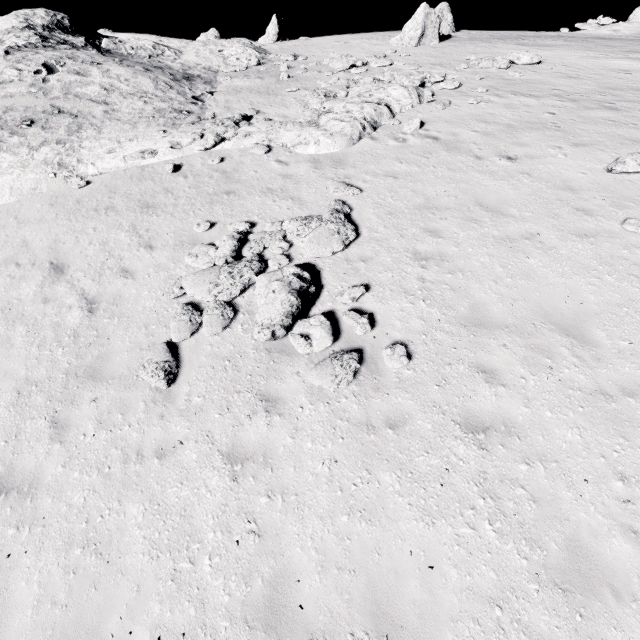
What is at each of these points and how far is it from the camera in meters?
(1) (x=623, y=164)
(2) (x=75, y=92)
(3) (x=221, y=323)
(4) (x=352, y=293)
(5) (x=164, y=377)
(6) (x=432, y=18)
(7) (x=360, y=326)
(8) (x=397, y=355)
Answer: (1) stone, 9.4 m
(2) stone, 15.0 m
(3) stone, 7.3 m
(4) stone, 7.4 m
(5) stone, 6.6 m
(6) stone, 23.1 m
(7) stone, 6.9 m
(8) stone, 6.4 m

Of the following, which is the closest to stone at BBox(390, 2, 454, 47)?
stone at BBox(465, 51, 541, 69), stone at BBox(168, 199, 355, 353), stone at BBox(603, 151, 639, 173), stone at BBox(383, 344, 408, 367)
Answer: stone at BBox(465, 51, 541, 69)

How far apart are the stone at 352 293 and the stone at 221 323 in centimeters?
53cm

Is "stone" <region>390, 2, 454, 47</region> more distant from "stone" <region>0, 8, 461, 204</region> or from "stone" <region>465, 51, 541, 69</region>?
"stone" <region>0, 8, 461, 204</region>

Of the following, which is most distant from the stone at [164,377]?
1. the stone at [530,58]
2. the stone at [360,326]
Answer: the stone at [530,58]

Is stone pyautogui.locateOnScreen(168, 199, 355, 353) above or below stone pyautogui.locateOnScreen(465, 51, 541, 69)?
below

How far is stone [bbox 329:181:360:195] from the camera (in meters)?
10.17

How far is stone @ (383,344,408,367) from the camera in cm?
630
